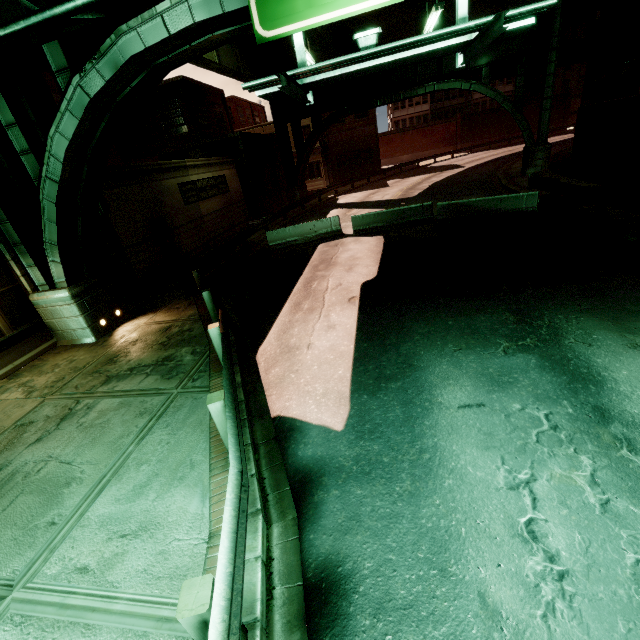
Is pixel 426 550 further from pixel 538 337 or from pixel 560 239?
pixel 560 239

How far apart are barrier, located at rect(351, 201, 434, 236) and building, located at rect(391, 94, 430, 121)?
55.8m

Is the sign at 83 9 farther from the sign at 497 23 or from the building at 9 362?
the building at 9 362

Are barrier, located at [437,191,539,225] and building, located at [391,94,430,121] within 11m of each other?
no

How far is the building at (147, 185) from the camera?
13.3 meters

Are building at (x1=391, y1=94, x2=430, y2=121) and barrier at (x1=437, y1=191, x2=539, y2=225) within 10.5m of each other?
no

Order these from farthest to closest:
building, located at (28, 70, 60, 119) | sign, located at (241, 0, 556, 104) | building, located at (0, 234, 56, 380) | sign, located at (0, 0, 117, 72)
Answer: building, located at (28, 70, 60, 119)
building, located at (0, 234, 56, 380)
sign, located at (0, 0, 117, 72)
sign, located at (241, 0, 556, 104)

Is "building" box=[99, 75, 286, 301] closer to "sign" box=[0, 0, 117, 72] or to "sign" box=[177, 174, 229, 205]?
"sign" box=[177, 174, 229, 205]
